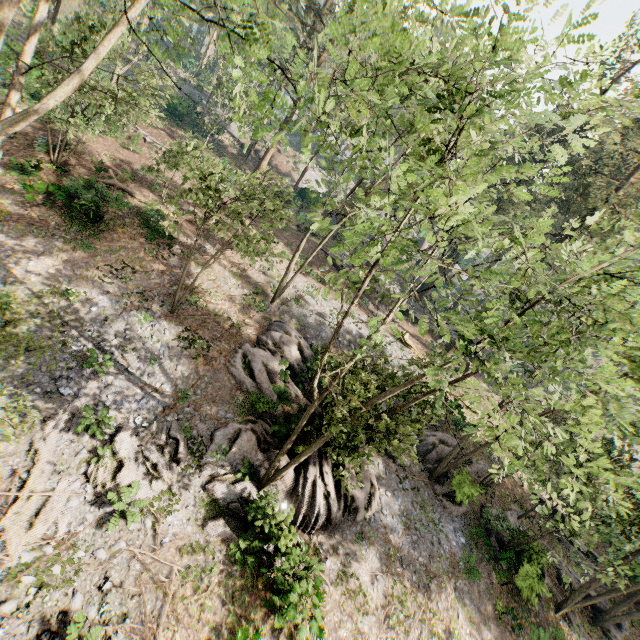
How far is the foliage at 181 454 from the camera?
12.12m

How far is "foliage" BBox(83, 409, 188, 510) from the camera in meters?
12.1

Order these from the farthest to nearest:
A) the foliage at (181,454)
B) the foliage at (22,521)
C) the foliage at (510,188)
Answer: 1. the foliage at (181,454)
2. the foliage at (22,521)
3. the foliage at (510,188)

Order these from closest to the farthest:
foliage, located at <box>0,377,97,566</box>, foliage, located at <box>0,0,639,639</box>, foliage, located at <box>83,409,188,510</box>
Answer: foliage, located at <box>0,0,639,639</box> → foliage, located at <box>0,377,97,566</box> → foliage, located at <box>83,409,188,510</box>

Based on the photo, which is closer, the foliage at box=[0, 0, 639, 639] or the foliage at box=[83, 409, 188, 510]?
the foliage at box=[0, 0, 639, 639]

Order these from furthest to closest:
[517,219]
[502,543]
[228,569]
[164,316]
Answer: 1. [502,543]
2. [164,316]
3. [228,569]
4. [517,219]
